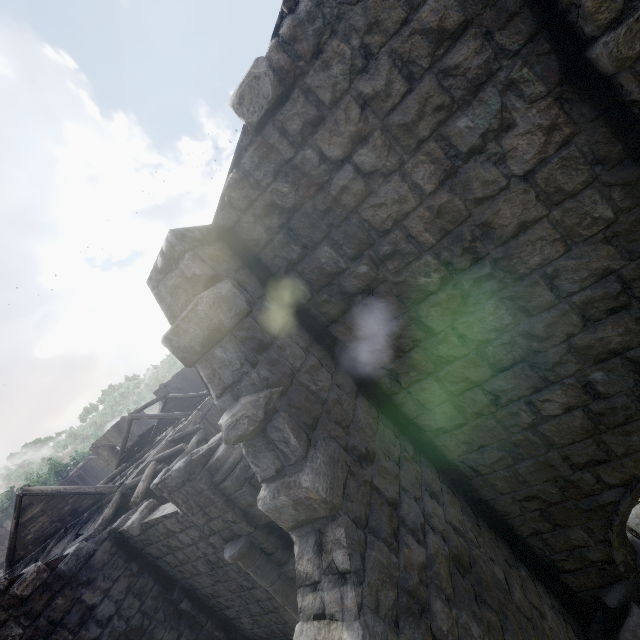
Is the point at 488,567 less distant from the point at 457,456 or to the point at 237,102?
the point at 457,456

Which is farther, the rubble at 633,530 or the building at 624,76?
the rubble at 633,530

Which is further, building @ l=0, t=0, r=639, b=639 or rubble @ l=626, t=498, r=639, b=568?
rubble @ l=626, t=498, r=639, b=568

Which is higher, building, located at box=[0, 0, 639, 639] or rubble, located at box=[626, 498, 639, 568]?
building, located at box=[0, 0, 639, 639]
